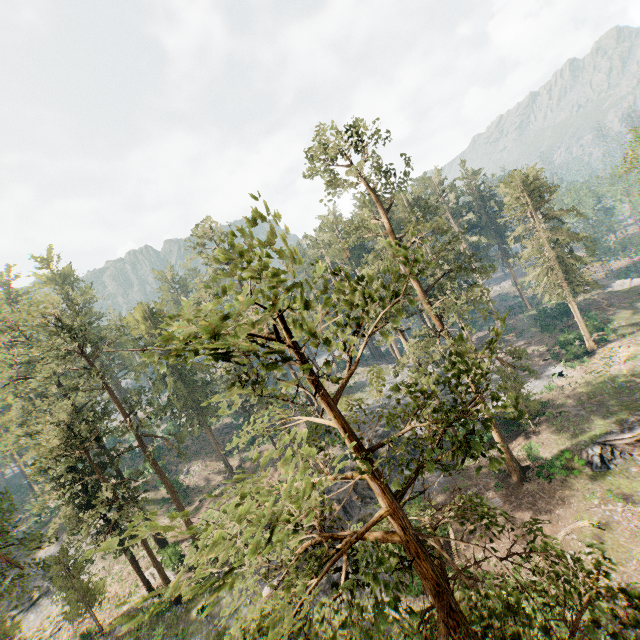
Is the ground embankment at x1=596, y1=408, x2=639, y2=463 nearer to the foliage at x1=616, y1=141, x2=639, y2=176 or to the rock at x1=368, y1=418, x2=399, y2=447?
the foliage at x1=616, y1=141, x2=639, y2=176

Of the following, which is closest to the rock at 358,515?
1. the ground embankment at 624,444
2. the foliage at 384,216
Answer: the foliage at 384,216

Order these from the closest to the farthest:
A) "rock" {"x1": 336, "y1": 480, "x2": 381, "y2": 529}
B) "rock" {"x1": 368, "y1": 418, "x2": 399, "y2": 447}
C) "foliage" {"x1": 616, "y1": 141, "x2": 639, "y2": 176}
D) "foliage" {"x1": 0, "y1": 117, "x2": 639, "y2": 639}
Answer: "foliage" {"x1": 0, "y1": 117, "x2": 639, "y2": 639} → "rock" {"x1": 336, "y1": 480, "x2": 381, "y2": 529} → "rock" {"x1": 368, "y1": 418, "x2": 399, "y2": 447} → "foliage" {"x1": 616, "y1": 141, "x2": 639, "y2": 176}

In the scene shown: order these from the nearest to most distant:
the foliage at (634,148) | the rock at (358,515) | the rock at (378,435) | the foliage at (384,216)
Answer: the foliage at (384,216)
the rock at (358,515)
the rock at (378,435)
the foliage at (634,148)

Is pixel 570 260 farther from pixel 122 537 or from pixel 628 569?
pixel 122 537

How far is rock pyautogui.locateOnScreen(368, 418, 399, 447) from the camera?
36.49m

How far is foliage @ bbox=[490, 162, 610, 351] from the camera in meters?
37.2 m
